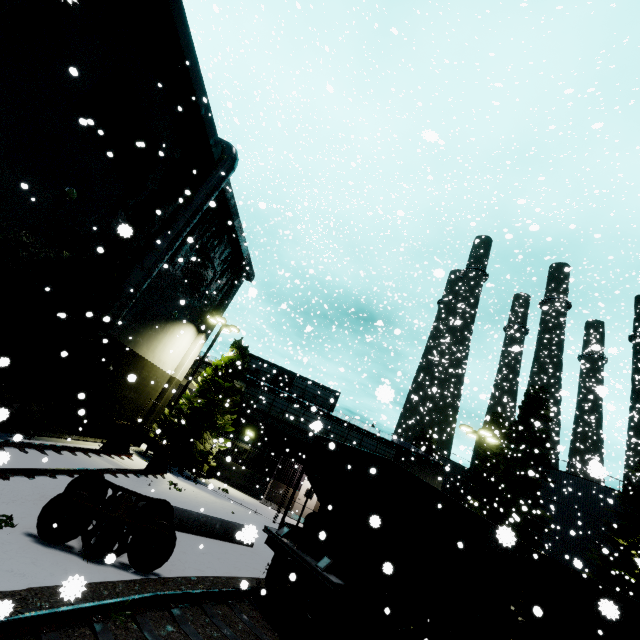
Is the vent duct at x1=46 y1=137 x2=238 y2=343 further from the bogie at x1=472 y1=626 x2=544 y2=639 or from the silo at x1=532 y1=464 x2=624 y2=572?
the bogie at x1=472 y1=626 x2=544 y2=639

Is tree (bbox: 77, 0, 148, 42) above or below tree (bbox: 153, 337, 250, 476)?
above

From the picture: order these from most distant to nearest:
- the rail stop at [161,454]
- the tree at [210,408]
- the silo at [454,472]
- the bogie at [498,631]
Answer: the silo at [454,472] < the tree at [210,408] < the rail stop at [161,454] < the bogie at [498,631]

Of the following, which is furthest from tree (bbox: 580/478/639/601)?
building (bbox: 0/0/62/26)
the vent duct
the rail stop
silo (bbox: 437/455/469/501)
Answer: the rail stop

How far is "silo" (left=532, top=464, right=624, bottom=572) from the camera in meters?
29.2

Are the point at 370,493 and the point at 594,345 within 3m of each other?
no

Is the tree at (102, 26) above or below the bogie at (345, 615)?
above

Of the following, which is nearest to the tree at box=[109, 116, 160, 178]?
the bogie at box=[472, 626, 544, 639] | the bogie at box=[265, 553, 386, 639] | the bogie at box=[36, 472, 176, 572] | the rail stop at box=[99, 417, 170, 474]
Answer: the bogie at box=[36, 472, 176, 572]
